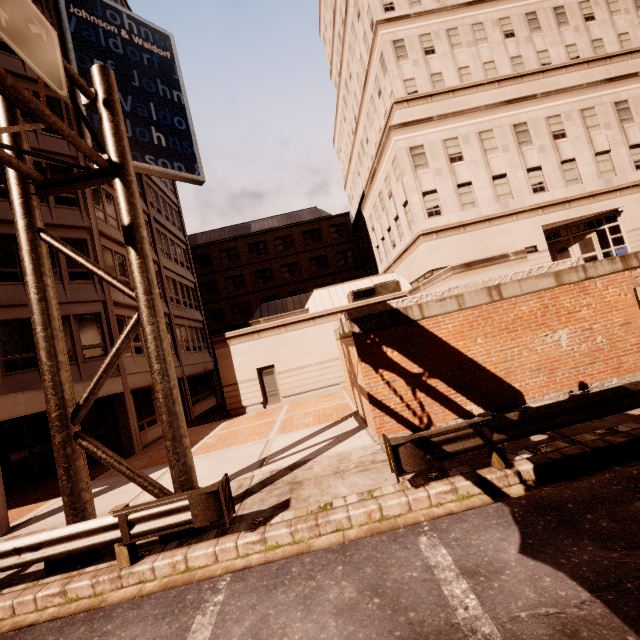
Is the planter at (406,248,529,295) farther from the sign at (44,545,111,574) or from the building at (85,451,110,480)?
the building at (85,451,110,480)

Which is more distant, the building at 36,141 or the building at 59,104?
the building at 59,104

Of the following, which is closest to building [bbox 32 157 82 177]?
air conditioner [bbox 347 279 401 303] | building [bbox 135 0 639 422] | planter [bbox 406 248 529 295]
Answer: building [bbox 135 0 639 422]

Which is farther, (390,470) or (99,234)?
(99,234)

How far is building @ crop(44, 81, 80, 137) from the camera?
16.00m

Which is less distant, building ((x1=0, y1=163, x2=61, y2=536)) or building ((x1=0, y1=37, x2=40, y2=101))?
building ((x1=0, y1=163, x2=61, y2=536))

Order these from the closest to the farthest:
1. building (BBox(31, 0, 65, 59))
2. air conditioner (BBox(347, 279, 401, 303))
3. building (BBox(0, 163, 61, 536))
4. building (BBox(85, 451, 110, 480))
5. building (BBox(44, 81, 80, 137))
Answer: building (BBox(0, 163, 61, 536))
building (BBox(85, 451, 110, 480))
building (BBox(44, 81, 80, 137))
building (BBox(31, 0, 65, 59))
air conditioner (BBox(347, 279, 401, 303))

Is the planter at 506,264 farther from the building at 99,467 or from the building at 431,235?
the building at 99,467
